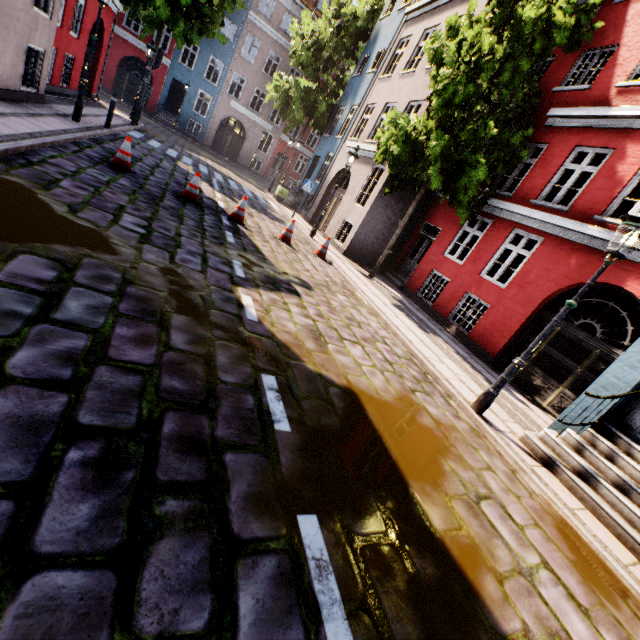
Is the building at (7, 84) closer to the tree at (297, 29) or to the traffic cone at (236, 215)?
the traffic cone at (236, 215)

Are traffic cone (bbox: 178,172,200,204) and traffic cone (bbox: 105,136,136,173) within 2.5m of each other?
yes

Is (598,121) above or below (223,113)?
above

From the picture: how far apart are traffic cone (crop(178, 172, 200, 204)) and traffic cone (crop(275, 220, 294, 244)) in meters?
2.4

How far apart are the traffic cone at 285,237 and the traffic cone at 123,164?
4.00m

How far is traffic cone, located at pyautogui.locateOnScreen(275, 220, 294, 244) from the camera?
10.2 meters

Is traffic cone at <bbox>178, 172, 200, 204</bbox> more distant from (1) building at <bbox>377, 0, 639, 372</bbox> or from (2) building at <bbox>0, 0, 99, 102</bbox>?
(1) building at <bbox>377, 0, 639, 372</bbox>

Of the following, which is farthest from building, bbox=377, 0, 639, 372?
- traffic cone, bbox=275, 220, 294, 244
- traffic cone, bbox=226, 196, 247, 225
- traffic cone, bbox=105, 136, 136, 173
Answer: traffic cone, bbox=105, 136, 136, 173
